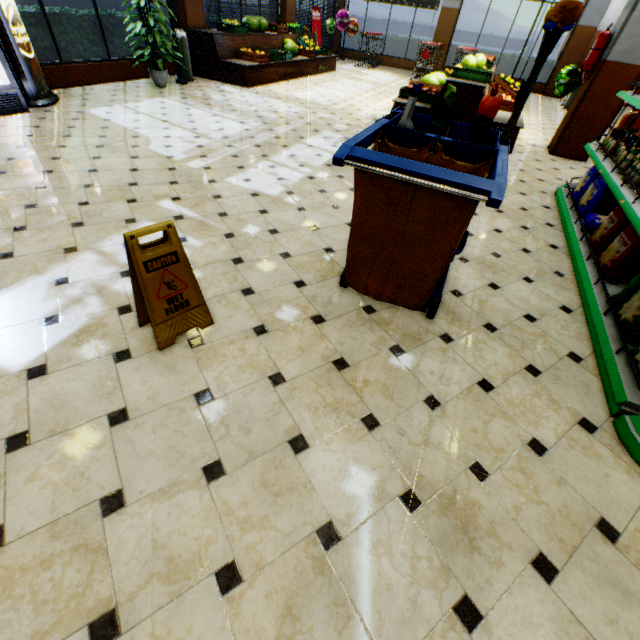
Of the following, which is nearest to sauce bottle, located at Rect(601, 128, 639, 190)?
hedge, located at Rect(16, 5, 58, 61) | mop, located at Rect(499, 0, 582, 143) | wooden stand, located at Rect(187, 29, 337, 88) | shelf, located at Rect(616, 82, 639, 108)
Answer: shelf, located at Rect(616, 82, 639, 108)

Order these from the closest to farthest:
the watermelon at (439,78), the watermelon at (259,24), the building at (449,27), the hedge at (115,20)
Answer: the hedge at (115,20)
the watermelon at (439,78)
the watermelon at (259,24)
the building at (449,27)

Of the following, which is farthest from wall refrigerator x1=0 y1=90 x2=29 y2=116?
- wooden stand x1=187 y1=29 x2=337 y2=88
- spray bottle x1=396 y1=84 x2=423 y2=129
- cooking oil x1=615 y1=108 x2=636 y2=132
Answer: cooking oil x1=615 y1=108 x2=636 y2=132

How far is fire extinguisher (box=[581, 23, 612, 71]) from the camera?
5.6 meters

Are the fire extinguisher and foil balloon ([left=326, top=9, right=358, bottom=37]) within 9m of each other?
no

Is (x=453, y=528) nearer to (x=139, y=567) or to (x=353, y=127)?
(x=139, y=567)

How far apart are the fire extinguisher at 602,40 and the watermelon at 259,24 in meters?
8.3

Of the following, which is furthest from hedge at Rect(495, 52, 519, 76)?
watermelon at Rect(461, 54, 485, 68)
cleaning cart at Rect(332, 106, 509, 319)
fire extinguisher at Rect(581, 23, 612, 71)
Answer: cleaning cart at Rect(332, 106, 509, 319)
